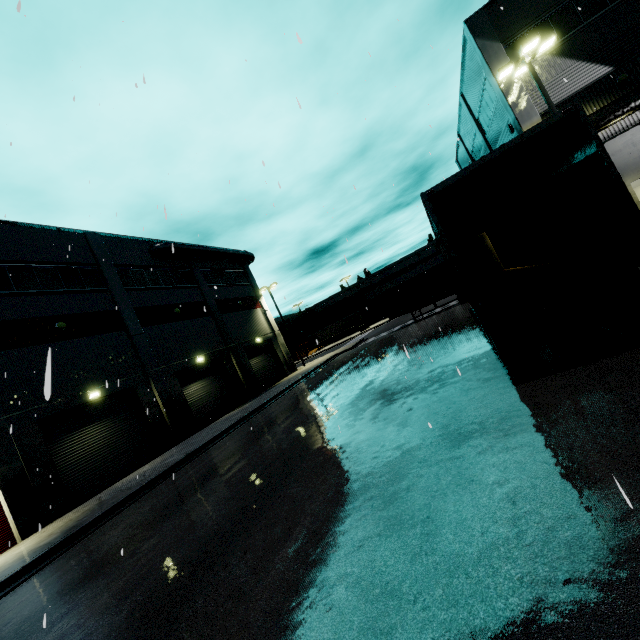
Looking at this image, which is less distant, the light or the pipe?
the light

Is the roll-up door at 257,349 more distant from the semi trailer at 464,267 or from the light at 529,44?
the light at 529,44

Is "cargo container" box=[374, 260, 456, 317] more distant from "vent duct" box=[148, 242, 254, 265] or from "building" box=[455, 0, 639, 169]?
"vent duct" box=[148, 242, 254, 265]

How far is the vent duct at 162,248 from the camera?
24.8 meters

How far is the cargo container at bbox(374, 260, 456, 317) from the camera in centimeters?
2528cm

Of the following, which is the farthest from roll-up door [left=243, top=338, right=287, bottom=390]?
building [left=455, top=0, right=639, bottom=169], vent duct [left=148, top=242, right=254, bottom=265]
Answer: vent duct [left=148, top=242, right=254, bottom=265]

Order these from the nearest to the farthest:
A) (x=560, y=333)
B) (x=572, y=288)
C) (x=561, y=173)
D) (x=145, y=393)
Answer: (x=572, y=288), (x=561, y=173), (x=560, y=333), (x=145, y=393)

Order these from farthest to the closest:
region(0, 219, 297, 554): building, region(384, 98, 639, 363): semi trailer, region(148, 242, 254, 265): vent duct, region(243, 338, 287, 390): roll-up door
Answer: region(243, 338, 287, 390): roll-up door
region(148, 242, 254, 265): vent duct
region(0, 219, 297, 554): building
region(384, 98, 639, 363): semi trailer
